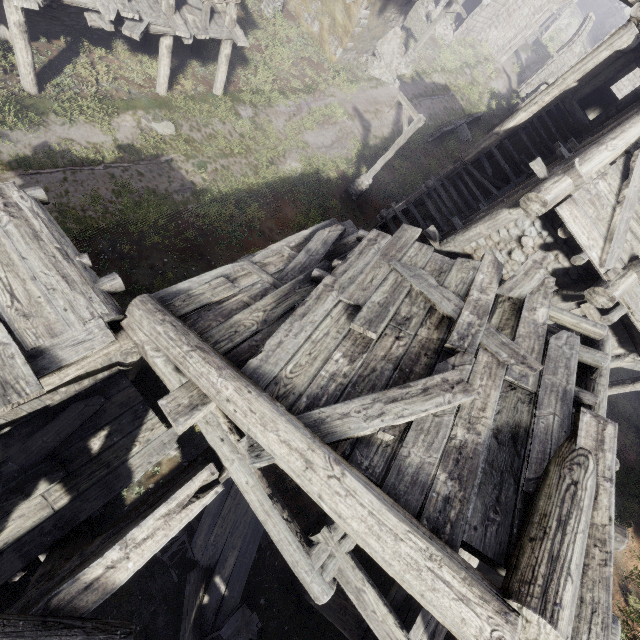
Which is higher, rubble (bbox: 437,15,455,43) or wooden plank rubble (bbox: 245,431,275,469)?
wooden plank rubble (bbox: 245,431,275,469)

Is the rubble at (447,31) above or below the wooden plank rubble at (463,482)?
below

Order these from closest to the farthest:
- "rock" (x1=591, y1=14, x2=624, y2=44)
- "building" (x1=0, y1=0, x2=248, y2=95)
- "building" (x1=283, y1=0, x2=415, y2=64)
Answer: "building" (x1=0, y1=0, x2=248, y2=95), "building" (x1=283, y1=0, x2=415, y2=64), "rock" (x1=591, y1=14, x2=624, y2=44)

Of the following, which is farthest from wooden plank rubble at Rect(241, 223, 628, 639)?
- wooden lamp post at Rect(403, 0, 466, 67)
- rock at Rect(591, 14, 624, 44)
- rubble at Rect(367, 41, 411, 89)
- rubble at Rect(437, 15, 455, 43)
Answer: rock at Rect(591, 14, 624, 44)

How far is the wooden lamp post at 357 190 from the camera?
13.0m

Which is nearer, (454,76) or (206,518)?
(206,518)

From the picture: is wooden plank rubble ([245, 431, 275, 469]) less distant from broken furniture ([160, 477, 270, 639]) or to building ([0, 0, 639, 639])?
building ([0, 0, 639, 639])

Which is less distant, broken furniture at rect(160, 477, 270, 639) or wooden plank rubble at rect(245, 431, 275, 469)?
wooden plank rubble at rect(245, 431, 275, 469)
